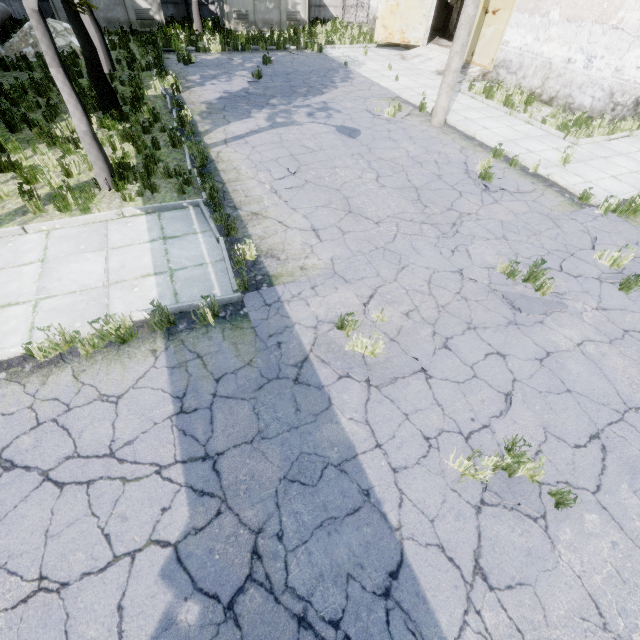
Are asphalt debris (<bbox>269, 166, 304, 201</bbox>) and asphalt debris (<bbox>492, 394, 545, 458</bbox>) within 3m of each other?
no

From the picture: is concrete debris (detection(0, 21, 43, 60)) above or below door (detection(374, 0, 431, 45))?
below

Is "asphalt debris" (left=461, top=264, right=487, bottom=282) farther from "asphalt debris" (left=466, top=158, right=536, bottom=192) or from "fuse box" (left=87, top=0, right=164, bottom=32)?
"fuse box" (left=87, top=0, right=164, bottom=32)

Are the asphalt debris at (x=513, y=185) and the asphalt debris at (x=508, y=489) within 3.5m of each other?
no

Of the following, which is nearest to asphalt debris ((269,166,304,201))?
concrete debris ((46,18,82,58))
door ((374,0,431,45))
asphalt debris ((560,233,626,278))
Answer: asphalt debris ((560,233,626,278))

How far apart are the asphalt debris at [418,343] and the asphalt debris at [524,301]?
1.4 meters

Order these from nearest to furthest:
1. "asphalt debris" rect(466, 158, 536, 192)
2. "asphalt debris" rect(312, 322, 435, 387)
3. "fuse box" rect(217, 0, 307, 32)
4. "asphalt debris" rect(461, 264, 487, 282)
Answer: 1. "asphalt debris" rect(312, 322, 435, 387)
2. "asphalt debris" rect(461, 264, 487, 282)
3. "asphalt debris" rect(466, 158, 536, 192)
4. "fuse box" rect(217, 0, 307, 32)

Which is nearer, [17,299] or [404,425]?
[404,425]
